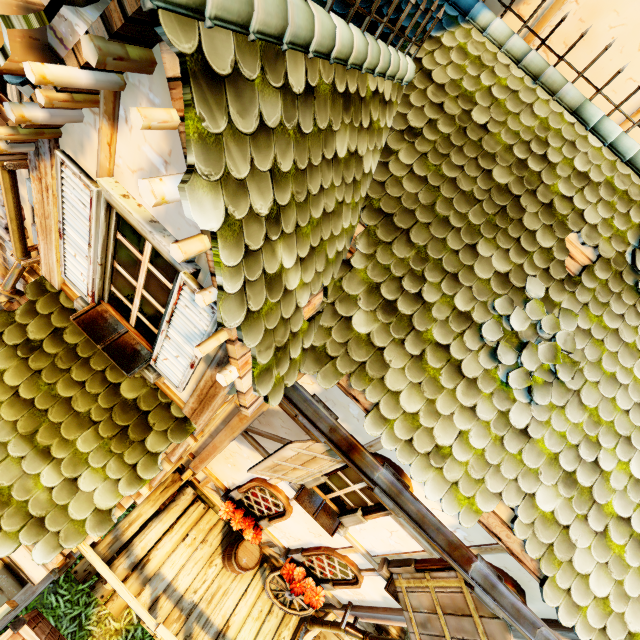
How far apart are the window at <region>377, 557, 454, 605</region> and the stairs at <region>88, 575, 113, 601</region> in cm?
369

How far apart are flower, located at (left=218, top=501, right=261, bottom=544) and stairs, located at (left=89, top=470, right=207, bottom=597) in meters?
1.0

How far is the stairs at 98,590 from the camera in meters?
4.8 m

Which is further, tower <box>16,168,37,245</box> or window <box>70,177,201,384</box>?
tower <box>16,168,37,245</box>

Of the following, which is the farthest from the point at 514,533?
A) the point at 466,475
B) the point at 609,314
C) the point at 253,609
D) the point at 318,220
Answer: the point at 253,609

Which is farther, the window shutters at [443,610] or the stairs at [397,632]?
the stairs at [397,632]

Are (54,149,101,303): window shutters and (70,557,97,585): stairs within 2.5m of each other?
no

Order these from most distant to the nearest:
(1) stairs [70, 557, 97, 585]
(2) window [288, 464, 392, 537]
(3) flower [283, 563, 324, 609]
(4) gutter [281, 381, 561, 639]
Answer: (3) flower [283, 563, 324, 609] < (1) stairs [70, 557, 97, 585] < (2) window [288, 464, 392, 537] < (4) gutter [281, 381, 561, 639]
